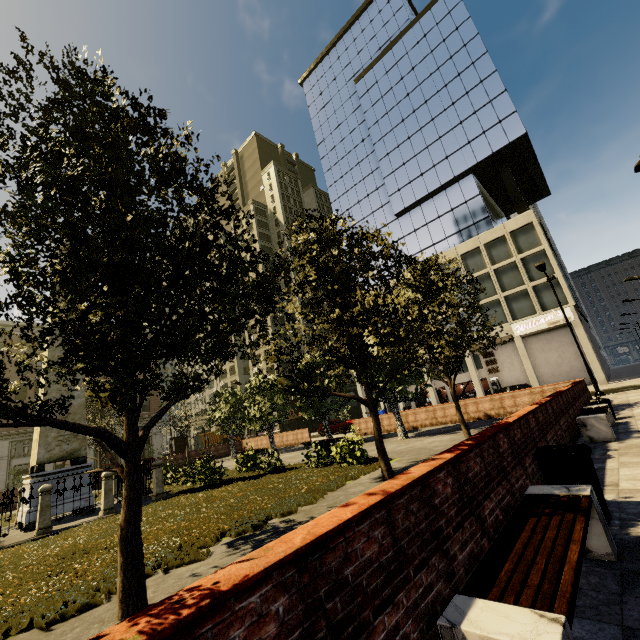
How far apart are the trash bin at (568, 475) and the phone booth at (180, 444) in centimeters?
3103cm

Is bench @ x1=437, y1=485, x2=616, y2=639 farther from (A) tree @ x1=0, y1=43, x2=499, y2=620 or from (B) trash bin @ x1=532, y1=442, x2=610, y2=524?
(A) tree @ x1=0, y1=43, x2=499, y2=620

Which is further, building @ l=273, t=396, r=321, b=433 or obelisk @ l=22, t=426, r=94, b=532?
building @ l=273, t=396, r=321, b=433

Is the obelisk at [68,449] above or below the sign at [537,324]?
below

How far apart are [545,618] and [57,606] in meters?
5.9

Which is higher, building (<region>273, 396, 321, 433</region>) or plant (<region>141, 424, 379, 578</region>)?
building (<region>273, 396, 321, 433</region>)

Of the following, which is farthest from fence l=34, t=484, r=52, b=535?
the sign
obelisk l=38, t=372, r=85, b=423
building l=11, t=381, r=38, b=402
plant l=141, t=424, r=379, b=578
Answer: building l=11, t=381, r=38, b=402

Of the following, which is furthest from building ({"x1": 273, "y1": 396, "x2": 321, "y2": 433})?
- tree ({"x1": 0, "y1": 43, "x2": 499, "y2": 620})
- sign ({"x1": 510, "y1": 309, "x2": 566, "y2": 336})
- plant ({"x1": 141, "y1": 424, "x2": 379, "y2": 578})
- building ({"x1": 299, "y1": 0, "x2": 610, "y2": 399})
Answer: sign ({"x1": 510, "y1": 309, "x2": 566, "y2": 336})
